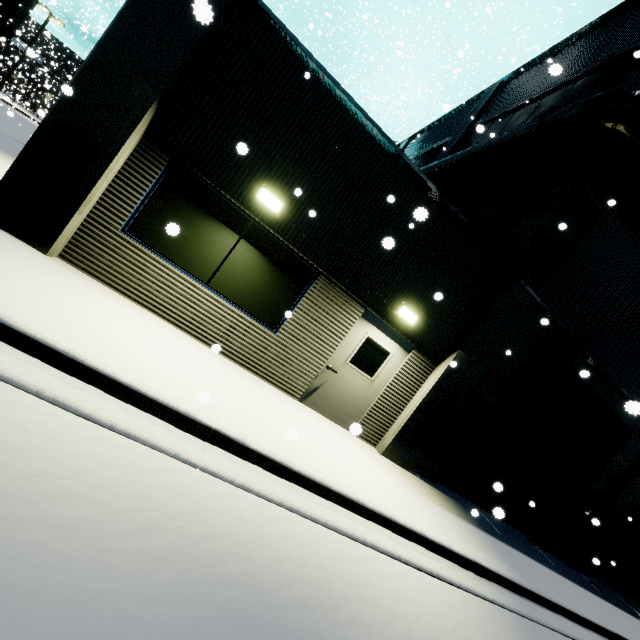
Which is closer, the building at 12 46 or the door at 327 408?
the door at 327 408

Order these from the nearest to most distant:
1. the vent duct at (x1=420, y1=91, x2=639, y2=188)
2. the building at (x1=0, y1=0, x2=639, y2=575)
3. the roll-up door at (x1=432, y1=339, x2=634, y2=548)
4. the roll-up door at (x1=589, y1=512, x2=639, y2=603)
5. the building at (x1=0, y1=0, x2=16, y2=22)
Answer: the building at (x1=0, y1=0, x2=639, y2=575) → the vent duct at (x1=420, y1=91, x2=639, y2=188) → the roll-up door at (x1=432, y1=339, x2=634, y2=548) → the roll-up door at (x1=589, y1=512, x2=639, y2=603) → the building at (x1=0, y1=0, x2=16, y2=22)

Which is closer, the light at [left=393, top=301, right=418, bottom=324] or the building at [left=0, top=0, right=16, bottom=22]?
the light at [left=393, top=301, right=418, bottom=324]

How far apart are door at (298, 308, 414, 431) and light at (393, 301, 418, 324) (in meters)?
0.24

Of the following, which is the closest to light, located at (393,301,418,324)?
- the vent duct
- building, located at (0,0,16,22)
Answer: building, located at (0,0,16,22)

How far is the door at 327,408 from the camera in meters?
6.6 m

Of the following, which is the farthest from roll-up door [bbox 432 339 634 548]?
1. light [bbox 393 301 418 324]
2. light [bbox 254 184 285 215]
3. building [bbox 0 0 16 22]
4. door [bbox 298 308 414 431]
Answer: light [bbox 254 184 285 215]

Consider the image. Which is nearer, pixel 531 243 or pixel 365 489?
pixel 365 489
